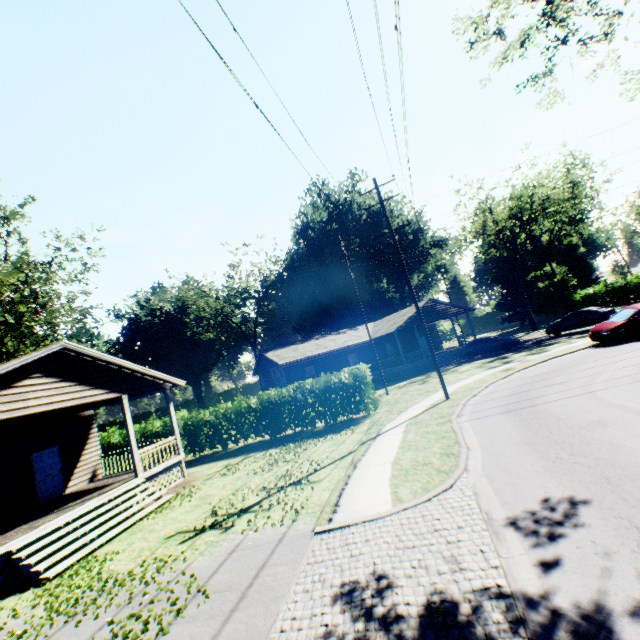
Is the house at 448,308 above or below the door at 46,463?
above

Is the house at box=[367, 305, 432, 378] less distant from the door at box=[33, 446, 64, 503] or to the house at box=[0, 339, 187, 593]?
the house at box=[0, 339, 187, 593]

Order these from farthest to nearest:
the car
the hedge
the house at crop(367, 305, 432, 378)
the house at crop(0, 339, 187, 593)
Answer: the house at crop(367, 305, 432, 378) → the car → the hedge → the house at crop(0, 339, 187, 593)

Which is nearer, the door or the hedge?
the door

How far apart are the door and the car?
28.72m

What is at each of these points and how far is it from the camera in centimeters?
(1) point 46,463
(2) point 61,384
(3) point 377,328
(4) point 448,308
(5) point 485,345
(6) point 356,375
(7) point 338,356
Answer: (1) door, 1454cm
(2) house, 1135cm
(3) house, 3616cm
(4) house, 3400cm
(5) car, 2791cm
(6) hedge, 1734cm
(7) house, 3319cm

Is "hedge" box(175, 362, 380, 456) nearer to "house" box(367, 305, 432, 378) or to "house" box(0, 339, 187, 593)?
"house" box(0, 339, 187, 593)

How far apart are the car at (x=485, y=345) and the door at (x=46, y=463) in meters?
28.7 m
